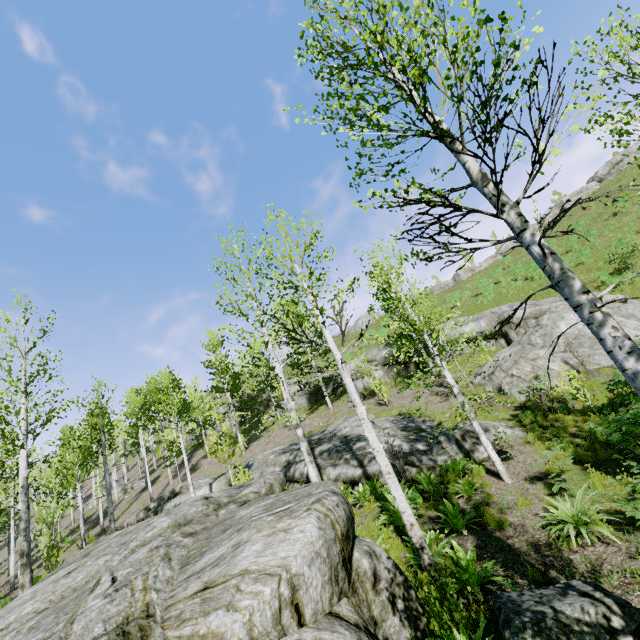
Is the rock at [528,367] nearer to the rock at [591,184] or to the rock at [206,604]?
the rock at [206,604]

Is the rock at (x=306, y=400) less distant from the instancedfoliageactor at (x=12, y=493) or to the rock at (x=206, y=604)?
the instancedfoliageactor at (x=12, y=493)

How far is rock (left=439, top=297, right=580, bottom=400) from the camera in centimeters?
1516cm

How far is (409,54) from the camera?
3.8 meters

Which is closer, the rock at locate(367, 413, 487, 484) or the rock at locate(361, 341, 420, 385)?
the rock at locate(367, 413, 487, 484)

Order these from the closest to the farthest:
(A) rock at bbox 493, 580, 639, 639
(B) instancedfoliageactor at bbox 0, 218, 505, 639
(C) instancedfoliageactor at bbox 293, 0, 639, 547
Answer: (C) instancedfoliageactor at bbox 293, 0, 639, 547
(A) rock at bbox 493, 580, 639, 639
(B) instancedfoliageactor at bbox 0, 218, 505, 639

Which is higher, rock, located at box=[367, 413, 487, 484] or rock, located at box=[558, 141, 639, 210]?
rock, located at box=[558, 141, 639, 210]

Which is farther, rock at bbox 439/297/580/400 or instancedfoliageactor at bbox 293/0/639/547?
rock at bbox 439/297/580/400
